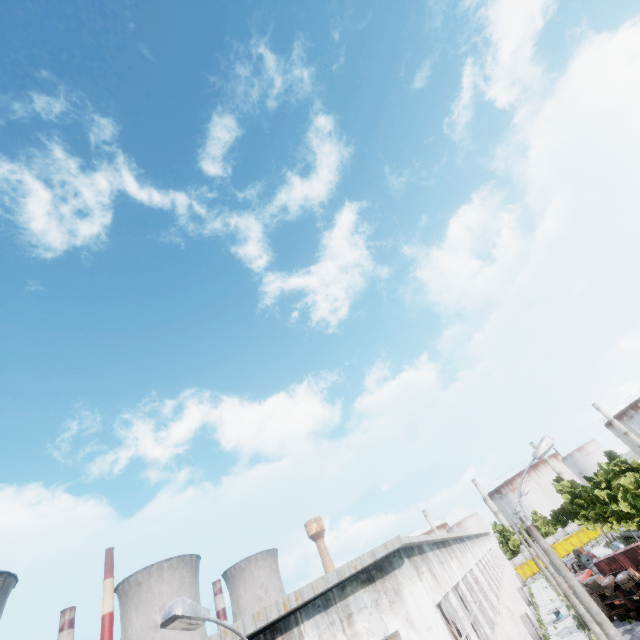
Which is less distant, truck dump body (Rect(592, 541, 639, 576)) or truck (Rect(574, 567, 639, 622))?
truck (Rect(574, 567, 639, 622))

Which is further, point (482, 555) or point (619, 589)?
point (482, 555)

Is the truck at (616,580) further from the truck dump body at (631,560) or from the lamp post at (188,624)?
the lamp post at (188,624)

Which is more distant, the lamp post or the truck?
the truck

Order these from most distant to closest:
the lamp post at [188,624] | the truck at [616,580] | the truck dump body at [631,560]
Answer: the truck dump body at [631,560]
the truck at [616,580]
the lamp post at [188,624]

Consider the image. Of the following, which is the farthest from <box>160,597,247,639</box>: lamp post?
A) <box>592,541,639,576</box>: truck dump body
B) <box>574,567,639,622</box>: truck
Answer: <box>592,541,639,576</box>: truck dump body
